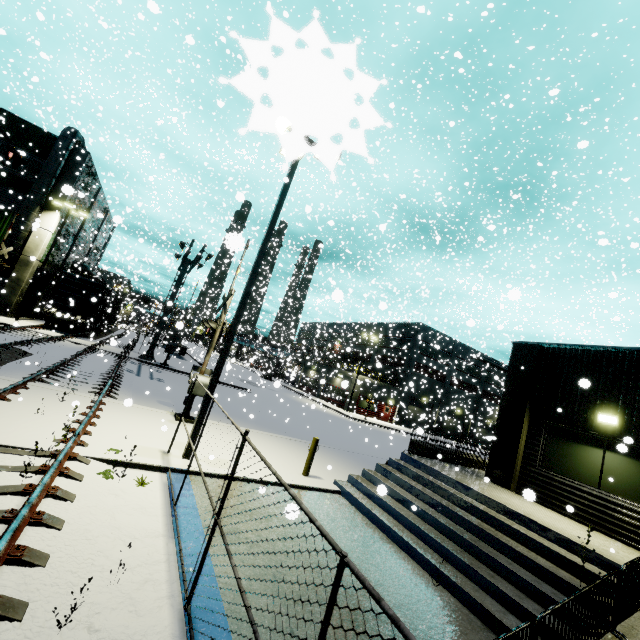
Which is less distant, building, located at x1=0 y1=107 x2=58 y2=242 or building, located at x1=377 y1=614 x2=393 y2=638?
building, located at x1=377 y1=614 x2=393 y2=638

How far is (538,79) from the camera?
18.6m

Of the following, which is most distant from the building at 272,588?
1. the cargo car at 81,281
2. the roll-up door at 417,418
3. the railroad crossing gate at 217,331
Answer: the railroad crossing gate at 217,331

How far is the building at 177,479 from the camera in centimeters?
656cm

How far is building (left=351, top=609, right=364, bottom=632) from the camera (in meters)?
4.45

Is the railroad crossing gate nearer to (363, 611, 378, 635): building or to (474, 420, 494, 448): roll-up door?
(363, 611, 378, 635): building

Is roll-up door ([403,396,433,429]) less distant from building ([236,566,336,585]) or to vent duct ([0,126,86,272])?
building ([236,566,336,585])

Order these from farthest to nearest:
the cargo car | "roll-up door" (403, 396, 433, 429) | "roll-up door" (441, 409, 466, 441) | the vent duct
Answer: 1. "roll-up door" (441, 409, 466, 441)
2. "roll-up door" (403, 396, 433, 429)
3. the cargo car
4. the vent duct
